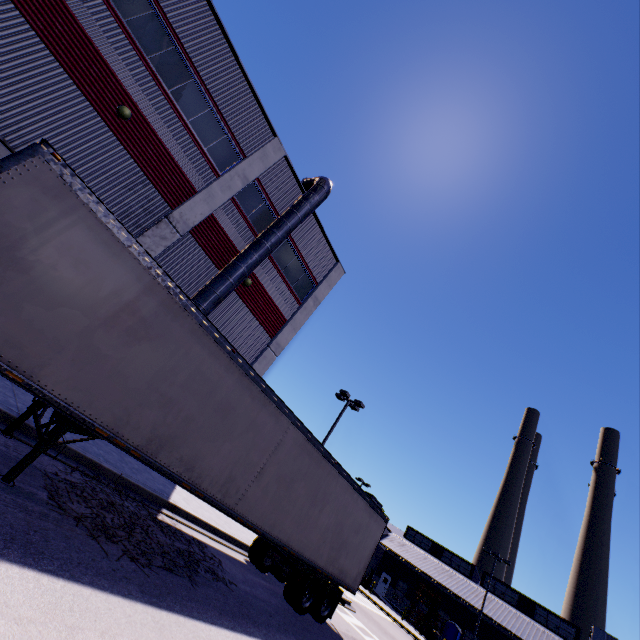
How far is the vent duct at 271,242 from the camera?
13.1m

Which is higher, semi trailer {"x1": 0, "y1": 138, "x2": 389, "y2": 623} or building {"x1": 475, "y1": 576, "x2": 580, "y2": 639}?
building {"x1": 475, "y1": 576, "x2": 580, "y2": 639}

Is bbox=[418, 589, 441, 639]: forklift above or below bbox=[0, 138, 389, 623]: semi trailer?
below

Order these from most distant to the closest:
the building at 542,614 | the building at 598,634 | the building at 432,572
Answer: the building at 432,572 < the building at 542,614 < the building at 598,634

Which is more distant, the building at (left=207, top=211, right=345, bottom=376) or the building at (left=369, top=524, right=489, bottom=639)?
the building at (left=369, top=524, right=489, bottom=639)

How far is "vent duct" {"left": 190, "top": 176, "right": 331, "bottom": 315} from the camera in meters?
13.1

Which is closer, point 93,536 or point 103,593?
point 103,593

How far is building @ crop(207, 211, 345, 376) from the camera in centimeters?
1619cm
